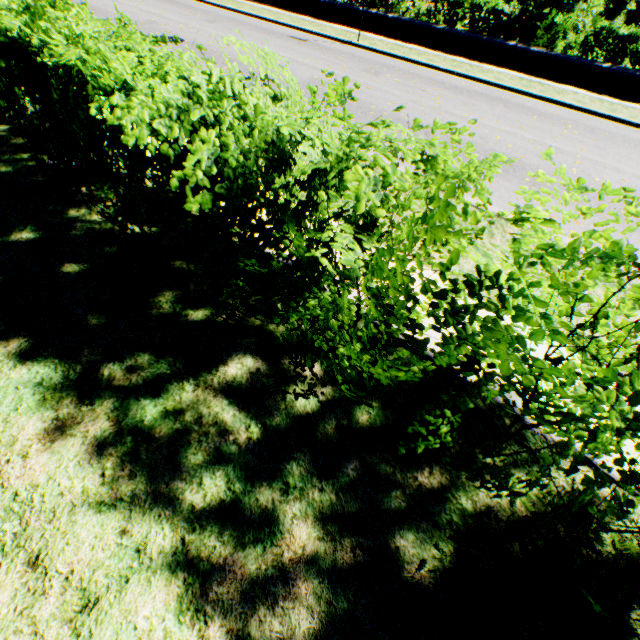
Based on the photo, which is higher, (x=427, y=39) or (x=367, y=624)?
(x=427, y=39)

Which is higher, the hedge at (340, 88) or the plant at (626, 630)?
the hedge at (340, 88)

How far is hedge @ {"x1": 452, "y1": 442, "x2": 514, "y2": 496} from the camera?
2.0m

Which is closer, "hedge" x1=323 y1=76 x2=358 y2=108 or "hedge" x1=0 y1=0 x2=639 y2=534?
"hedge" x1=0 y1=0 x2=639 y2=534

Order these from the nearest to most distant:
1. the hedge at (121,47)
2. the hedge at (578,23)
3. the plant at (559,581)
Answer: the hedge at (121,47) → the plant at (559,581) → the hedge at (578,23)

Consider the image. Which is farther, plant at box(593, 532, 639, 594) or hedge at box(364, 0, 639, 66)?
hedge at box(364, 0, 639, 66)
